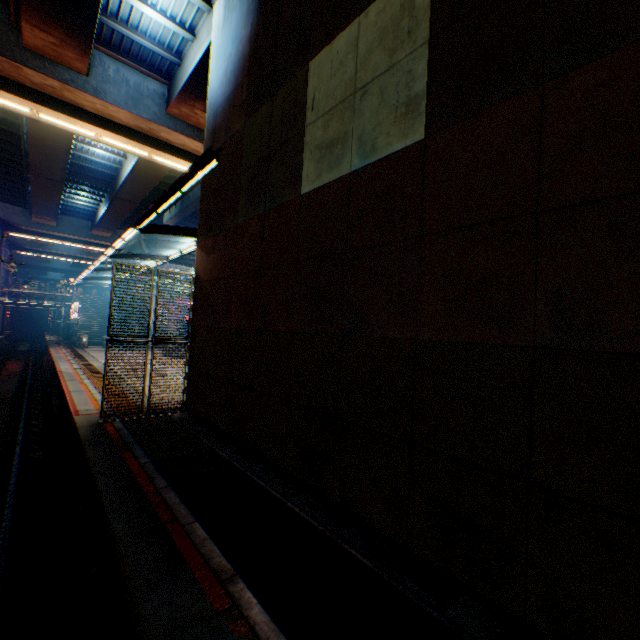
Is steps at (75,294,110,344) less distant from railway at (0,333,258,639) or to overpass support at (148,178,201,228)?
railway at (0,333,258,639)

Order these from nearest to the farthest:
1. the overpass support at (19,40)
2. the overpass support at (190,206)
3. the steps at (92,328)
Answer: the overpass support at (19,40) < the overpass support at (190,206) < the steps at (92,328)

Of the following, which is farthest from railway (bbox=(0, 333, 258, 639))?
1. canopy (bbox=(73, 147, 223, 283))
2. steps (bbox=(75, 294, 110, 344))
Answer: canopy (bbox=(73, 147, 223, 283))

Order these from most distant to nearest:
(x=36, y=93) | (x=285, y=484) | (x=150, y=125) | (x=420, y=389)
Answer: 1. (x=150, y=125)
2. (x=36, y=93)
3. (x=285, y=484)
4. (x=420, y=389)

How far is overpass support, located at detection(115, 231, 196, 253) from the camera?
43.8 meters

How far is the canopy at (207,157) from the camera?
6.7m

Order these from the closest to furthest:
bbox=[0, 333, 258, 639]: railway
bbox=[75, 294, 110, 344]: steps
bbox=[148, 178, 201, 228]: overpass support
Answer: bbox=[0, 333, 258, 639]: railway
bbox=[148, 178, 201, 228]: overpass support
bbox=[75, 294, 110, 344]: steps
